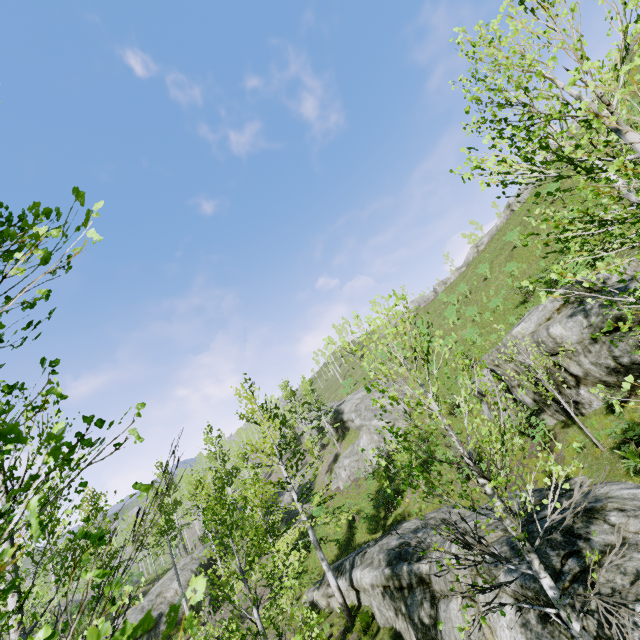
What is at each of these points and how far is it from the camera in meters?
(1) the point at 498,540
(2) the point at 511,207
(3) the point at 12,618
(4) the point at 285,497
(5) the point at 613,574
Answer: (1) rock, 7.7
(2) rock, 41.5
(3) instancedfoliageactor, 3.9
(4) rock, 34.2
(5) rock, 5.8

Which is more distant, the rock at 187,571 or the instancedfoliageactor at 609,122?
the rock at 187,571

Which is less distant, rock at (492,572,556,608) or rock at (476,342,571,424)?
rock at (492,572,556,608)

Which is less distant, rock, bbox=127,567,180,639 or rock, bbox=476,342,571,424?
rock, bbox=476,342,571,424

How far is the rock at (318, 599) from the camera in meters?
16.1 m

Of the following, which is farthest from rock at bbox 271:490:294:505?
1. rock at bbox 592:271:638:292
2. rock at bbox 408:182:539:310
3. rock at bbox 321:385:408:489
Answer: rock at bbox 408:182:539:310

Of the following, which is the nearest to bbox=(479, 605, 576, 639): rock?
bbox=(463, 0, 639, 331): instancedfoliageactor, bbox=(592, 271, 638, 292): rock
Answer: bbox=(463, 0, 639, 331): instancedfoliageactor

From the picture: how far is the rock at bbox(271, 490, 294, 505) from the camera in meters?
32.9
